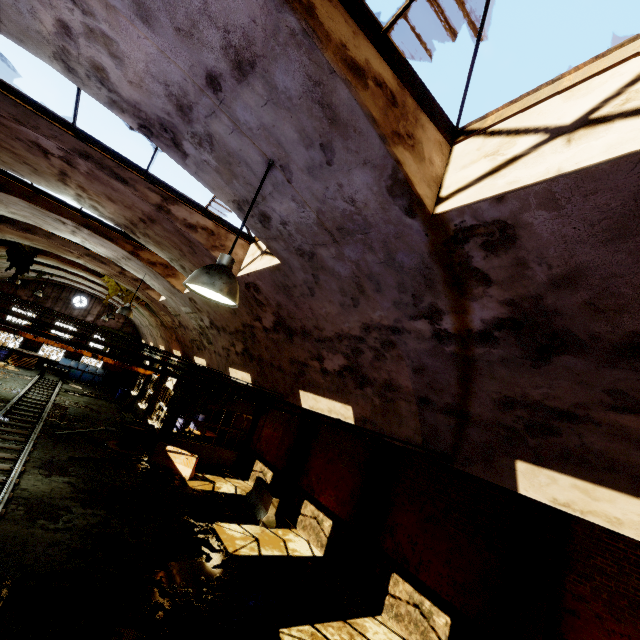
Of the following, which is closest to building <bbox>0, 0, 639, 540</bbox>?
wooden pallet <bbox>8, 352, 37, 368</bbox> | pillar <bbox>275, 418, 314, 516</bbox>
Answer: wooden pallet <bbox>8, 352, 37, 368</bbox>

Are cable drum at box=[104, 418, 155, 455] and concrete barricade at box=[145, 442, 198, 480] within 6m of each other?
yes

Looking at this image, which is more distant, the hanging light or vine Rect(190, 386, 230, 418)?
vine Rect(190, 386, 230, 418)

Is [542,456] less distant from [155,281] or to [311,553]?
[311,553]

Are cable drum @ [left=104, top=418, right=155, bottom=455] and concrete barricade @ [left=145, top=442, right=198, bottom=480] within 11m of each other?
yes

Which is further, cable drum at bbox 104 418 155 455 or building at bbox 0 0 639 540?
cable drum at bbox 104 418 155 455

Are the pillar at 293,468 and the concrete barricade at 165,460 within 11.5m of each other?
yes

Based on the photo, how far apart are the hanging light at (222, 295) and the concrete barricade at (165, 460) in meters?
14.4
